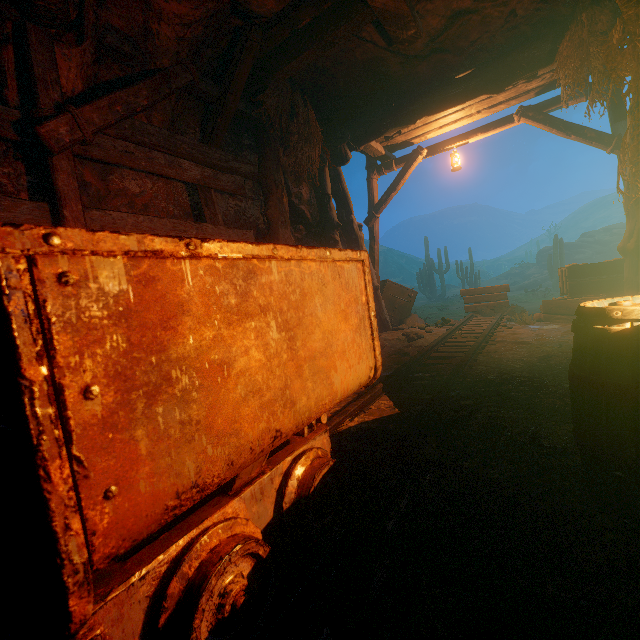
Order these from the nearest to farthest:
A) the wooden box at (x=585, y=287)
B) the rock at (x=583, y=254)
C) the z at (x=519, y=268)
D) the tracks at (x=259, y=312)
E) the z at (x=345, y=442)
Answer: the tracks at (x=259, y=312) < the z at (x=345, y=442) < the wooden box at (x=585, y=287) < the rock at (x=583, y=254) < the z at (x=519, y=268)

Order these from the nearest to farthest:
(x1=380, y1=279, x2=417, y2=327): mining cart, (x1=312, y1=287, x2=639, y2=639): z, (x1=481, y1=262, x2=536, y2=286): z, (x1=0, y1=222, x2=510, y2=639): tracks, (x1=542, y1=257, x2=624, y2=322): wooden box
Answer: (x1=0, y1=222, x2=510, y2=639): tracks → (x1=312, y1=287, x2=639, y2=639): z → (x1=542, y1=257, x2=624, y2=322): wooden box → (x1=380, y1=279, x2=417, y2=327): mining cart → (x1=481, y1=262, x2=536, y2=286): z

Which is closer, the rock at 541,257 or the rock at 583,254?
the rock at 583,254

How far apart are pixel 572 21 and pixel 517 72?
0.8m

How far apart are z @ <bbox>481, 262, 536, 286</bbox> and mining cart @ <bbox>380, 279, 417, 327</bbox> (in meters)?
29.27

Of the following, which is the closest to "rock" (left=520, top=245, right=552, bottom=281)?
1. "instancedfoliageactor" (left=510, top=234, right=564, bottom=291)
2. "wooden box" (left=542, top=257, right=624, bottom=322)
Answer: "instancedfoliageactor" (left=510, top=234, right=564, bottom=291)

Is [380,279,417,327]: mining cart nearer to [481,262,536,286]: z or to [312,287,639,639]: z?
[312,287,639,639]: z

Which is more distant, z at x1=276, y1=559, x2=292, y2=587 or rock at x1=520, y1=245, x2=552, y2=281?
rock at x1=520, y1=245, x2=552, y2=281
